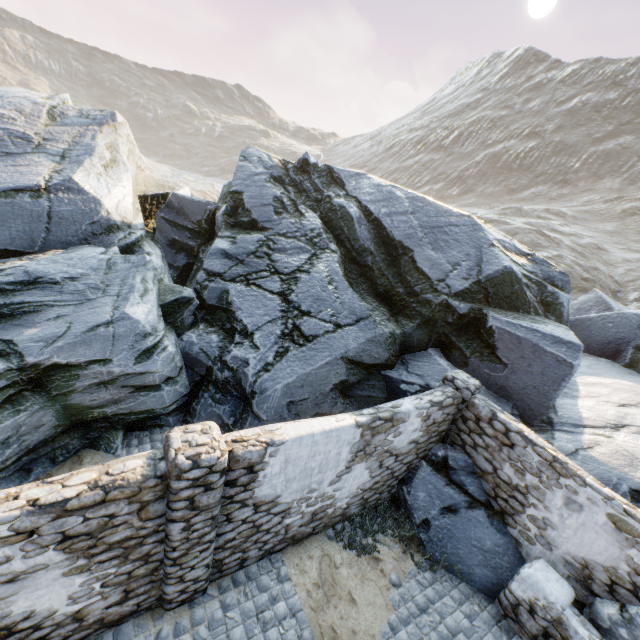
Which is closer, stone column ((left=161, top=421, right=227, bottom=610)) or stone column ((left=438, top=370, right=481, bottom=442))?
stone column ((left=161, top=421, right=227, bottom=610))

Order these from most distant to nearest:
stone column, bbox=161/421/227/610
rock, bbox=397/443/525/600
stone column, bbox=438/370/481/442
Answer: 1. stone column, bbox=438/370/481/442
2. rock, bbox=397/443/525/600
3. stone column, bbox=161/421/227/610

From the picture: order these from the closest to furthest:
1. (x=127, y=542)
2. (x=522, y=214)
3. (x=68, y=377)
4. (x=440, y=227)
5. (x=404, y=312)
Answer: (x=127, y=542) < (x=68, y=377) < (x=404, y=312) < (x=440, y=227) < (x=522, y=214)

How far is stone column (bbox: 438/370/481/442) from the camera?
7.2 meters

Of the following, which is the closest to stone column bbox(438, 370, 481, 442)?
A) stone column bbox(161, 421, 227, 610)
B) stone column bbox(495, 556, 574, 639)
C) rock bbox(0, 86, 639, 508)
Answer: rock bbox(0, 86, 639, 508)

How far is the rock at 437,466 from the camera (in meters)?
6.55

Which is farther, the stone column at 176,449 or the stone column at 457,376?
the stone column at 457,376

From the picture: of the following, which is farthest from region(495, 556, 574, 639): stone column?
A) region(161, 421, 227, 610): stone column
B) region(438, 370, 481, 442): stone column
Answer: region(161, 421, 227, 610): stone column
